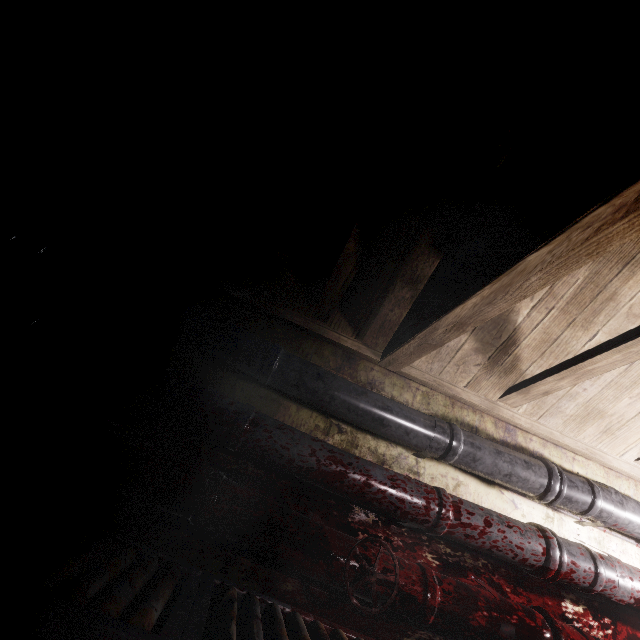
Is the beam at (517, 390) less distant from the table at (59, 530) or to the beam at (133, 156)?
the beam at (133, 156)

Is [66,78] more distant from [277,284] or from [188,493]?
[188,493]

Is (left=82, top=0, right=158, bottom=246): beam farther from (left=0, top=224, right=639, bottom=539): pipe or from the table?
the table

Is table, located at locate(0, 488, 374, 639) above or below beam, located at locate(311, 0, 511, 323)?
below

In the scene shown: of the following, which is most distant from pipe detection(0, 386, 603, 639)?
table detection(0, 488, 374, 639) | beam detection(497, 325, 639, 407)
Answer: beam detection(497, 325, 639, 407)

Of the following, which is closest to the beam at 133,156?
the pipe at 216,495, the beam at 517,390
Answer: the beam at 517,390

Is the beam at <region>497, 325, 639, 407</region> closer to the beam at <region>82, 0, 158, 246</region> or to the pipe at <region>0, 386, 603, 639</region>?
the beam at <region>82, 0, 158, 246</region>
